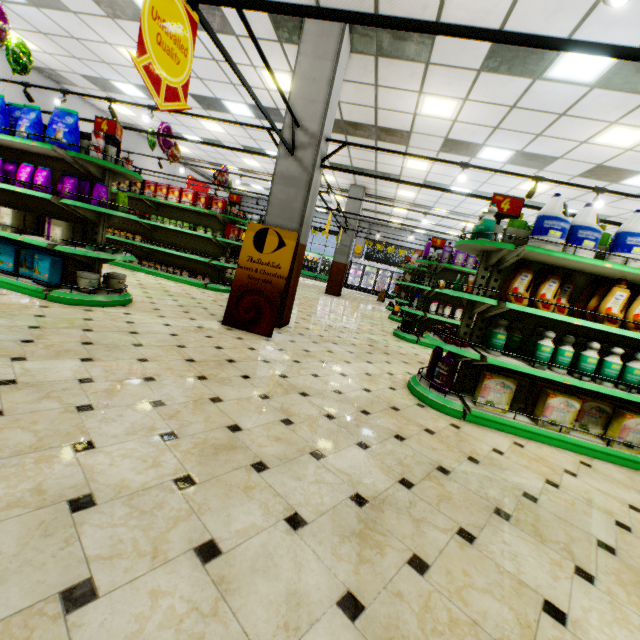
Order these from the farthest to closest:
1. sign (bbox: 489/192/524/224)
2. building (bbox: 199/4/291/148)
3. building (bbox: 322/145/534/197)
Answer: building (bbox: 322/145/534/197)
building (bbox: 199/4/291/148)
sign (bbox: 489/192/524/224)

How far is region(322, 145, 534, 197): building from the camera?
9.7 meters

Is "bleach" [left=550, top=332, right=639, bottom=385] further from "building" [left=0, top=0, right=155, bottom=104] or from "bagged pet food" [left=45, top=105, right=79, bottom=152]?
"bagged pet food" [left=45, top=105, right=79, bottom=152]

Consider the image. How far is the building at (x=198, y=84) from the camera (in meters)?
6.72

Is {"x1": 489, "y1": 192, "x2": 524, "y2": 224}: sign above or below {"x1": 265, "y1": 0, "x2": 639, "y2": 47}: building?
below

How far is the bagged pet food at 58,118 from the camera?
4.0m

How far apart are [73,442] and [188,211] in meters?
8.0

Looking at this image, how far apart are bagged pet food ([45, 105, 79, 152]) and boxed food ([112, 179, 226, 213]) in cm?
379
